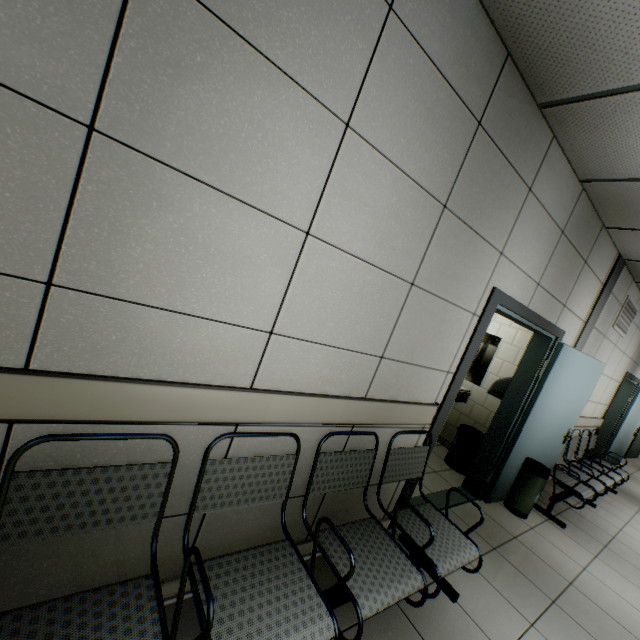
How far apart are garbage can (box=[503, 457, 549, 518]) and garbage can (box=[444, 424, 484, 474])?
0.5 meters

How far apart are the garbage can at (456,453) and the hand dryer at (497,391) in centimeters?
70cm

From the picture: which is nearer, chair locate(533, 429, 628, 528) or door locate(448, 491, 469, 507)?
door locate(448, 491, 469, 507)

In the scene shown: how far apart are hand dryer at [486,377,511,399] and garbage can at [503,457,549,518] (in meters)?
0.81

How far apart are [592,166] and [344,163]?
2.2 meters

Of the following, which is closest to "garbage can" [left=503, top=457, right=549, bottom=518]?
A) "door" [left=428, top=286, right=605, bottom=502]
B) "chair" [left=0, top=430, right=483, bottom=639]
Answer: "door" [left=428, top=286, right=605, bottom=502]

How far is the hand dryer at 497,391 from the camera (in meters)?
3.84

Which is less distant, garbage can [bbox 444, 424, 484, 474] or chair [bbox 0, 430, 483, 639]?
chair [bbox 0, 430, 483, 639]
